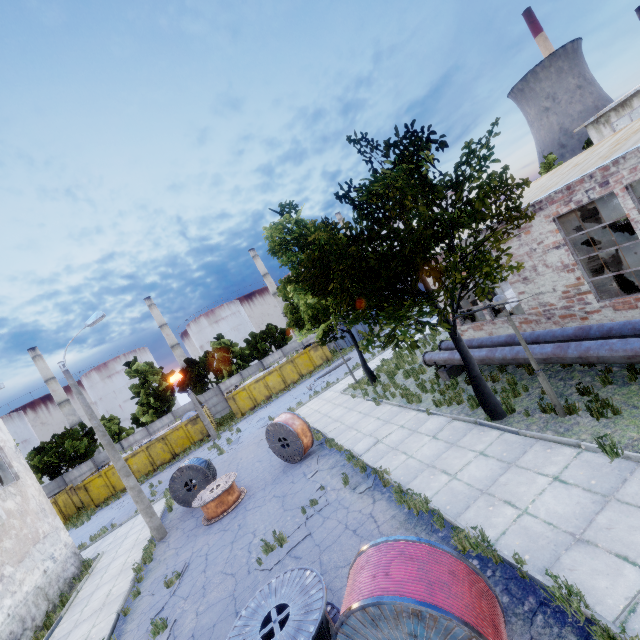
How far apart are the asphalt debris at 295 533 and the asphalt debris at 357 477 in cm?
79

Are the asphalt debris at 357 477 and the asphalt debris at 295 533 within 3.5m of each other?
yes

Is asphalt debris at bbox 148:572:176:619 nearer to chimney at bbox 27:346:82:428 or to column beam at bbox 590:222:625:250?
column beam at bbox 590:222:625:250

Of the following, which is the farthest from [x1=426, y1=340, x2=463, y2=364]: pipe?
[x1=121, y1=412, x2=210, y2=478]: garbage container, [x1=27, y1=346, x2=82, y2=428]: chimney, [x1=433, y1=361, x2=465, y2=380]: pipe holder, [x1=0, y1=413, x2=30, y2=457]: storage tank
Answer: [x1=0, y1=413, x2=30, y2=457]: storage tank

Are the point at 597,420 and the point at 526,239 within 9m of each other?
yes

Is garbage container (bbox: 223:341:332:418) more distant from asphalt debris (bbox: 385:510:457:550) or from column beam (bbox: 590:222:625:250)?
asphalt debris (bbox: 385:510:457:550)

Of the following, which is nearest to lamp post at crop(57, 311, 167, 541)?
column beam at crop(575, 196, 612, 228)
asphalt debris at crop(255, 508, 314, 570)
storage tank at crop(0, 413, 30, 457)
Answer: asphalt debris at crop(255, 508, 314, 570)

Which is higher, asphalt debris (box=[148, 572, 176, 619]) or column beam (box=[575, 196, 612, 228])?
column beam (box=[575, 196, 612, 228])
